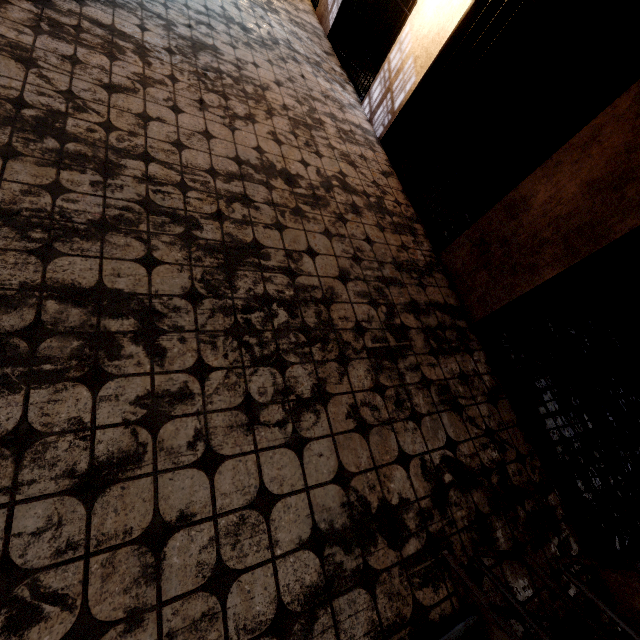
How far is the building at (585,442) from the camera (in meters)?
2.97

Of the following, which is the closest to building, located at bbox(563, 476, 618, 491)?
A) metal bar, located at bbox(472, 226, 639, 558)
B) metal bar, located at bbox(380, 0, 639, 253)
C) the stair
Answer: metal bar, located at bbox(472, 226, 639, 558)

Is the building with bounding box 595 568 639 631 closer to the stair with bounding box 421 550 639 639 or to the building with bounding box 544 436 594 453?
the building with bounding box 544 436 594 453

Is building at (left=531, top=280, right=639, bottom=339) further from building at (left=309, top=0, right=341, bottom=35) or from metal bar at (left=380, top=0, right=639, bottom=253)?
metal bar at (left=380, top=0, right=639, bottom=253)

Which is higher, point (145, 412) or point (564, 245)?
point (564, 245)

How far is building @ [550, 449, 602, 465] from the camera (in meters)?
2.92

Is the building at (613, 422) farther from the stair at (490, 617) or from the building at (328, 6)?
the stair at (490, 617)
